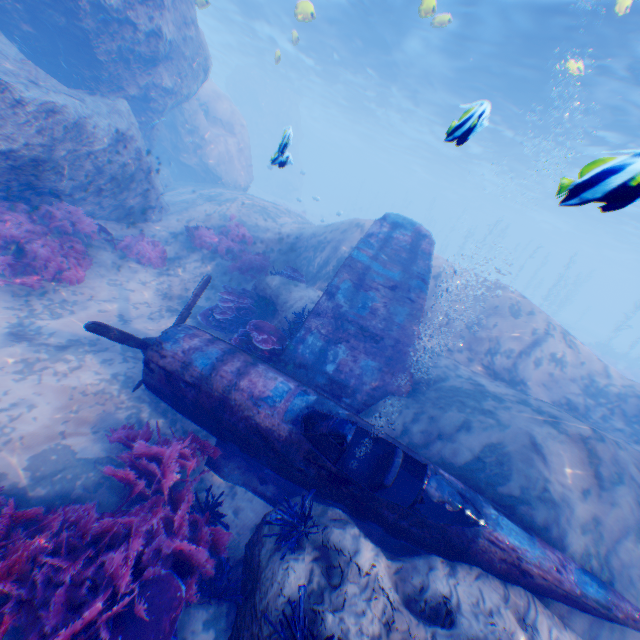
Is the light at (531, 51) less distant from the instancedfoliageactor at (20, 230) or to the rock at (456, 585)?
the rock at (456, 585)

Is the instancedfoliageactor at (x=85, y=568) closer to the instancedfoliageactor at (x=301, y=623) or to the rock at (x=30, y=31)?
the rock at (x=30, y=31)

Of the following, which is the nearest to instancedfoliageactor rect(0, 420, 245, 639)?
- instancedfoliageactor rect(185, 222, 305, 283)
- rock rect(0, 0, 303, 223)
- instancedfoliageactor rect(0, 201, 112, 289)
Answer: rock rect(0, 0, 303, 223)

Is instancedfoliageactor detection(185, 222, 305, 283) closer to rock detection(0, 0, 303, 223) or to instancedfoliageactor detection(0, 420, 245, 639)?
rock detection(0, 0, 303, 223)

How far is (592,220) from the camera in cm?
4006

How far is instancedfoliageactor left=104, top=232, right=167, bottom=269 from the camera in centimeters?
963cm

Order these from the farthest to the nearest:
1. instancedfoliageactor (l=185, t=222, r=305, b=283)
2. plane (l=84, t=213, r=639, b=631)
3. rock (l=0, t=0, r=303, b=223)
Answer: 1. instancedfoliageactor (l=185, t=222, r=305, b=283)
2. rock (l=0, t=0, r=303, b=223)
3. plane (l=84, t=213, r=639, b=631)

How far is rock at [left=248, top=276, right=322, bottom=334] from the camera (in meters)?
8.41
